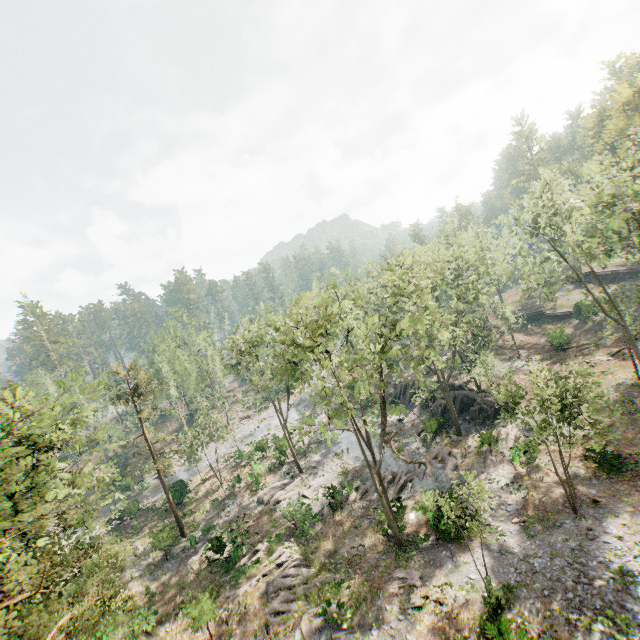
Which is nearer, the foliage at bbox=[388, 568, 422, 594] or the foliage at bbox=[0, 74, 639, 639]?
the foliage at bbox=[0, 74, 639, 639]

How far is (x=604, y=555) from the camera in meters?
16.9 m

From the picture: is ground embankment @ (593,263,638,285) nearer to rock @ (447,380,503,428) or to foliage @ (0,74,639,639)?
foliage @ (0,74,639,639)

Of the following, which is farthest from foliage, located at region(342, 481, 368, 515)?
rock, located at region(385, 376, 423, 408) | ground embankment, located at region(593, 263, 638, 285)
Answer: ground embankment, located at region(593, 263, 638, 285)

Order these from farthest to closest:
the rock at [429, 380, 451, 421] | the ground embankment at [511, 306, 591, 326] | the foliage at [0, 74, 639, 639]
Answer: the ground embankment at [511, 306, 591, 326]
the rock at [429, 380, 451, 421]
the foliage at [0, 74, 639, 639]

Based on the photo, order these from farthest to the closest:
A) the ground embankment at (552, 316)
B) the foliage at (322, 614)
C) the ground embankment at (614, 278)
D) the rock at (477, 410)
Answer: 1. the ground embankment at (614, 278)
2. the ground embankment at (552, 316)
3. the rock at (477, 410)
4. the foliage at (322, 614)

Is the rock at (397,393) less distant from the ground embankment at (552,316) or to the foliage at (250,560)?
the foliage at (250,560)

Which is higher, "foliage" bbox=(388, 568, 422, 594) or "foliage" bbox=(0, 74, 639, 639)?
"foliage" bbox=(0, 74, 639, 639)
